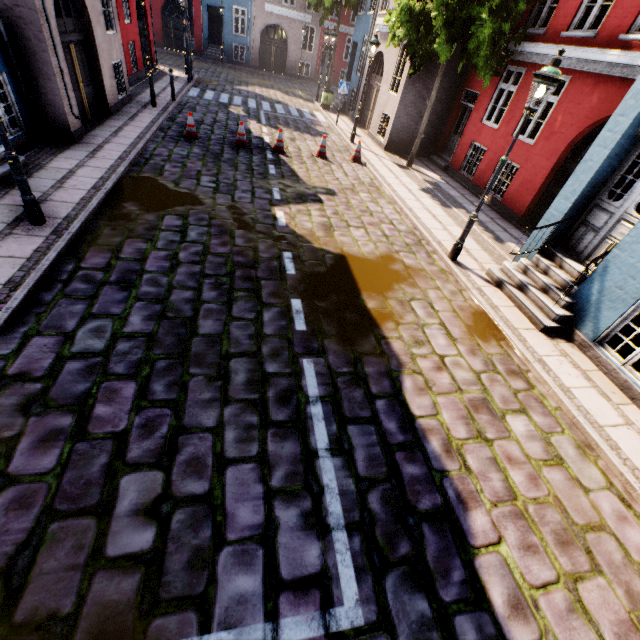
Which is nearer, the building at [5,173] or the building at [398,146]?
the building at [5,173]

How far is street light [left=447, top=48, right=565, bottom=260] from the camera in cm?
521

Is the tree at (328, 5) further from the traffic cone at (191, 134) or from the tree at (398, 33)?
the traffic cone at (191, 134)

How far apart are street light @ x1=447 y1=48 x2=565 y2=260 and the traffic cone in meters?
9.3

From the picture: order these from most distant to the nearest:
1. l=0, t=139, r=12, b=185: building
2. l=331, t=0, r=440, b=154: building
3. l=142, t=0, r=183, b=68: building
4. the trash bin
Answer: the trash bin < l=142, t=0, r=183, b=68: building < l=331, t=0, r=440, b=154: building < l=0, t=139, r=12, b=185: building

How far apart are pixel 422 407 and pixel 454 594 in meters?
2.0 m

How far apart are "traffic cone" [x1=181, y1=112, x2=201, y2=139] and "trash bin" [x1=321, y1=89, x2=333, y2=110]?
11.82m

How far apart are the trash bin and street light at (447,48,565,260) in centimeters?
1707cm
